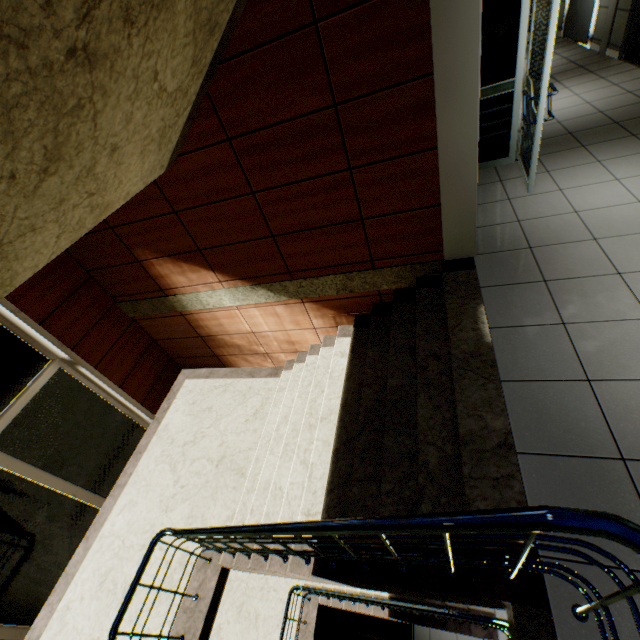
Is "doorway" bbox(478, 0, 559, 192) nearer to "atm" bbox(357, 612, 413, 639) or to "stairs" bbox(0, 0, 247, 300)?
"stairs" bbox(0, 0, 247, 300)

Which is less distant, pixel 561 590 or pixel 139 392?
pixel 561 590

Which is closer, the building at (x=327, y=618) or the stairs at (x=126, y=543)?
the stairs at (x=126, y=543)

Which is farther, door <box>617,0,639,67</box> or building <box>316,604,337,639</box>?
building <box>316,604,337,639</box>

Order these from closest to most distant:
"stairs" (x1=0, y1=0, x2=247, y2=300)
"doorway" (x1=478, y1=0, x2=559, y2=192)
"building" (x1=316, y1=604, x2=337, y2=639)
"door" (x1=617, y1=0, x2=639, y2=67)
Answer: "stairs" (x1=0, y1=0, x2=247, y2=300) → "doorway" (x1=478, y1=0, x2=559, y2=192) → "door" (x1=617, y1=0, x2=639, y2=67) → "building" (x1=316, y1=604, x2=337, y2=639)

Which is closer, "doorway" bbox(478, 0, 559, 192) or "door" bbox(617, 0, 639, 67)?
"doorway" bbox(478, 0, 559, 192)

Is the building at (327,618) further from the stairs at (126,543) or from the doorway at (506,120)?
the doorway at (506,120)

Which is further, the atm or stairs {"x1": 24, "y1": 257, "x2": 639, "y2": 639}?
the atm
